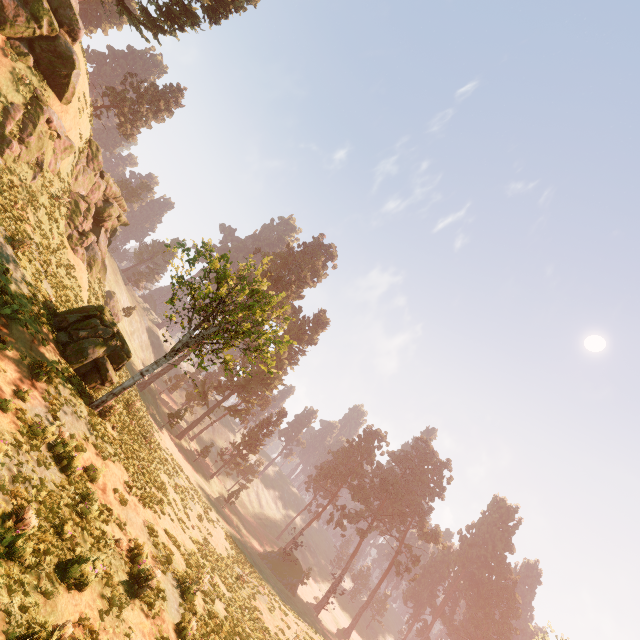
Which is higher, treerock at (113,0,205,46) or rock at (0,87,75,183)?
treerock at (113,0,205,46)

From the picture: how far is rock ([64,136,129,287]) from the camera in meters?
22.8

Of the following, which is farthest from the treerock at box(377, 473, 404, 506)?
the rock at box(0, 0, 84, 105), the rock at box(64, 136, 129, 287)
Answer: the rock at box(64, 136, 129, 287)

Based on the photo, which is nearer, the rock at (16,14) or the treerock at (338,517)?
the rock at (16,14)

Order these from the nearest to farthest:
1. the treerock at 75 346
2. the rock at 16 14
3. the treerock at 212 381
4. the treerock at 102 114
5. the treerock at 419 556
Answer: the treerock at 75 346
the treerock at 212 381
the rock at 16 14
the treerock at 102 114
the treerock at 419 556

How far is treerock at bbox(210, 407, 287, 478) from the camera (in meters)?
53.61

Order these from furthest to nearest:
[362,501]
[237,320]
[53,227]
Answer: [362,501], [53,227], [237,320]
